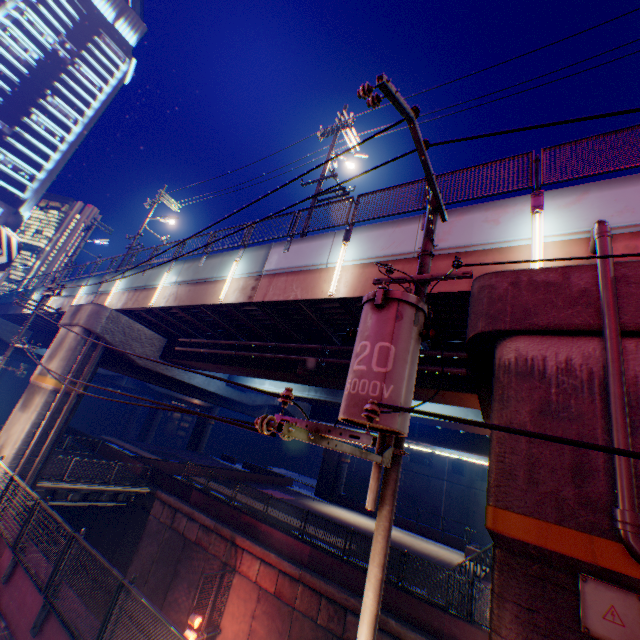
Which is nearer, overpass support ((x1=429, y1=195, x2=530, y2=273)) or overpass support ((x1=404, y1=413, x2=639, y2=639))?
overpass support ((x1=404, y1=413, x2=639, y2=639))

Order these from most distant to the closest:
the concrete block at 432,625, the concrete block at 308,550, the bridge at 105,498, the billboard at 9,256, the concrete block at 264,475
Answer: the concrete block at 264,475 → the billboard at 9,256 → the bridge at 105,498 → the concrete block at 308,550 → the concrete block at 432,625

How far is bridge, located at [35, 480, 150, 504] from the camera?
17.6 meters

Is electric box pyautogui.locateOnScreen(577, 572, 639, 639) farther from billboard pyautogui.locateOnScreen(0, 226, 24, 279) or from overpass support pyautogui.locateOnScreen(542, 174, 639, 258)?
billboard pyautogui.locateOnScreen(0, 226, 24, 279)

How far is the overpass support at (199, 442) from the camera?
52.0 meters

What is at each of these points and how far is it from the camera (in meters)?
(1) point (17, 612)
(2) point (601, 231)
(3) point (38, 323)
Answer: (1) concrete block, 7.11
(2) pipe, 5.45
(3) overpass support, 29.42

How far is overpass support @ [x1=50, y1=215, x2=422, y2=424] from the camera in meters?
9.5 m
